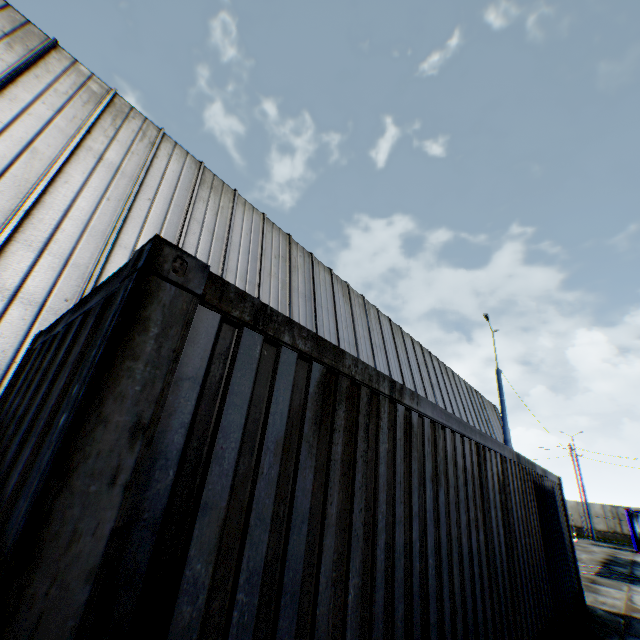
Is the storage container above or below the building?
below

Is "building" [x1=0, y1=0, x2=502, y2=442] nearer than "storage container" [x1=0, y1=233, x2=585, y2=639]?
No

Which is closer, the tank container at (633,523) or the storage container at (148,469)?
the storage container at (148,469)

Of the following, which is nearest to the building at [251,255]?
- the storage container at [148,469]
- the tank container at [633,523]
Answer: the storage container at [148,469]

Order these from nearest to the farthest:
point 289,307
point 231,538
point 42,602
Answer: point 42,602, point 231,538, point 289,307

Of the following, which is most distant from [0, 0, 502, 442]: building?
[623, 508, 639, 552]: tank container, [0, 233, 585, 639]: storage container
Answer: [623, 508, 639, 552]: tank container

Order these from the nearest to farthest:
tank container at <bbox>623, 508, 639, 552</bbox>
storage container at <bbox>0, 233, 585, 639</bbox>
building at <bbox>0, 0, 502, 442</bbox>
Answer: storage container at <bbox>0, 233, 585, 639</bbox>
building at <bbox>0, 0, 502, 442</bbox>
tank container at <bbox>623, 508, 639, 552</bbox>
